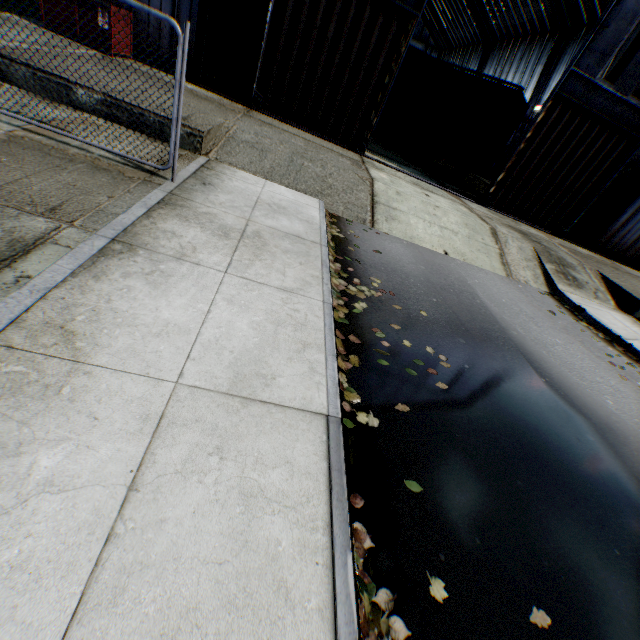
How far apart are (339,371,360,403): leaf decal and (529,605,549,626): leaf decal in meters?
1.8 m

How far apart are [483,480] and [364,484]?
1.4m

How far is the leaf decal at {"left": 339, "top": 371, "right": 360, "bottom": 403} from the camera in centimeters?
345cm

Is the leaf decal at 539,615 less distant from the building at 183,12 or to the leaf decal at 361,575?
the leaf decal at 361,575

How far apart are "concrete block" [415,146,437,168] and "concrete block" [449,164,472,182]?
1.2 meters

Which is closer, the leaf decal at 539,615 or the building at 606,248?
the leaf decal at 539,615

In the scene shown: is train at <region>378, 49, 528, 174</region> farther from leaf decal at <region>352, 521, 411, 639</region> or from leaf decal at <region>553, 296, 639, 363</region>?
leaf decal at <region>352, 521, 411, 639</region>

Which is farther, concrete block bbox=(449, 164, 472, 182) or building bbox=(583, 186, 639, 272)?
concrete block bbox=(449, 164, 472, 182)
